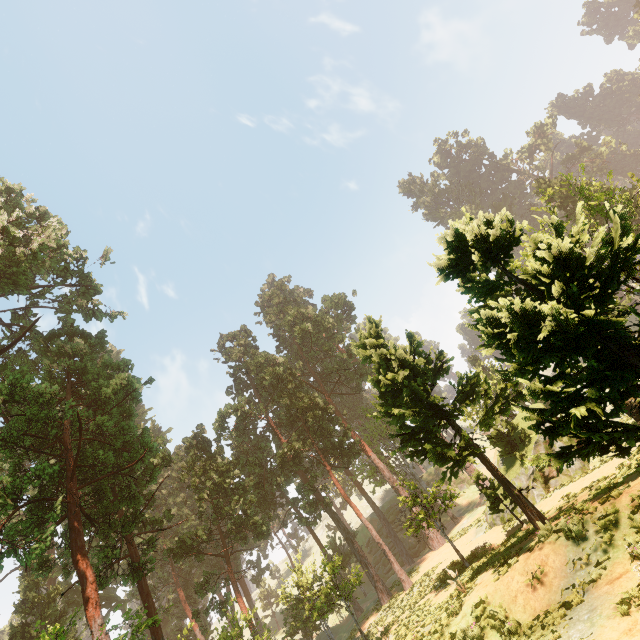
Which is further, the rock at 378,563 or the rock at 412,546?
the rock at 412,546

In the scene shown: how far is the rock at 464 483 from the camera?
52.7m

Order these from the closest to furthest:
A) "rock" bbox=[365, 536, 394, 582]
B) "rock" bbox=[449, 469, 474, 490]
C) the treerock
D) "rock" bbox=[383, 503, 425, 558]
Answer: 1. the treerock
2. "rock" bbox=[365, 536, 394, 582]
3. "rock" bbox=[383, 503, 425, 558]
4. "rock" bbox=[449, 469, 474, 490]

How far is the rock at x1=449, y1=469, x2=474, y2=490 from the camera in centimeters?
5272cm

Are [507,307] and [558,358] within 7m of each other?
yes

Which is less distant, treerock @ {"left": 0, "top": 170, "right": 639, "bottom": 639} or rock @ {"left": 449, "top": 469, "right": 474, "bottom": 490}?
treerock @ {"left": 0, "top": 170, "right": 639, "bottom": 639}

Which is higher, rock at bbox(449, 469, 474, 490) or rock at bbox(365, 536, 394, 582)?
rock at bbox(449, 469, 474, 490)
